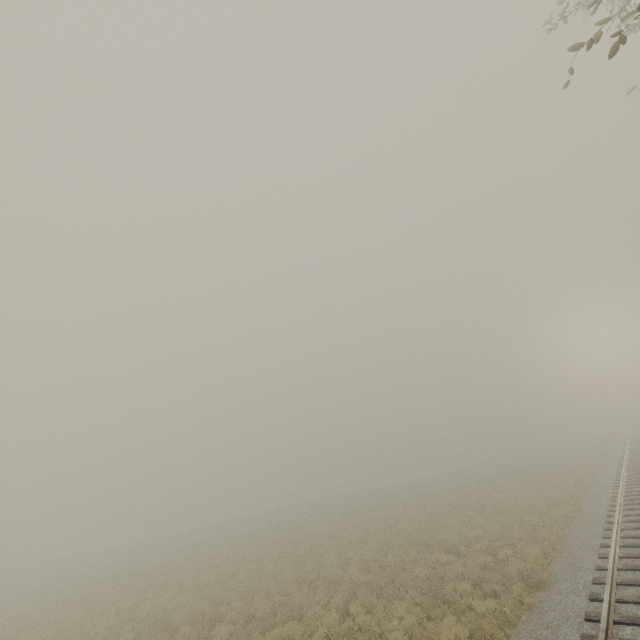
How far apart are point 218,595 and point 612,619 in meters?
15.4 m
